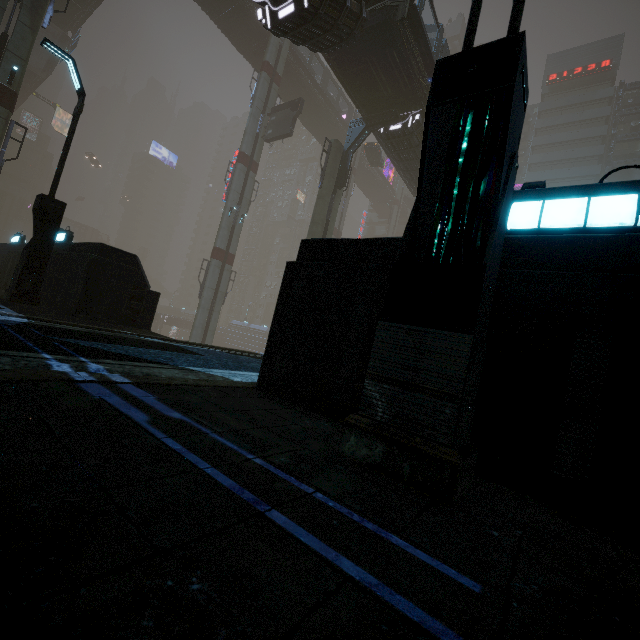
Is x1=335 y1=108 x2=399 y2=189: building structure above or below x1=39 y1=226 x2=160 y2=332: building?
above

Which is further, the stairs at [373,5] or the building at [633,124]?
the building at [633,124]

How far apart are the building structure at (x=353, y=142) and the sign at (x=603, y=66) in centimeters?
4838cm

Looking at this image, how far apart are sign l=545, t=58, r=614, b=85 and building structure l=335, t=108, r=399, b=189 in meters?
48.4 m

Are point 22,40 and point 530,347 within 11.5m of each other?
no

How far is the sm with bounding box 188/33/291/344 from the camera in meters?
27.9 m

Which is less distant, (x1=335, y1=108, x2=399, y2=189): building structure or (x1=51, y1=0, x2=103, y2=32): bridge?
(x1=335, y1=108, x2=399, y2=189): building structure

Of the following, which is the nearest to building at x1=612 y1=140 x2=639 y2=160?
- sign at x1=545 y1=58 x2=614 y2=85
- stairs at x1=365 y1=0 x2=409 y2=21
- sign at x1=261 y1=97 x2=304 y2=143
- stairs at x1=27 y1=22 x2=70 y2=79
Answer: sign at x1=545 y1=58 x2=614 y2=85
